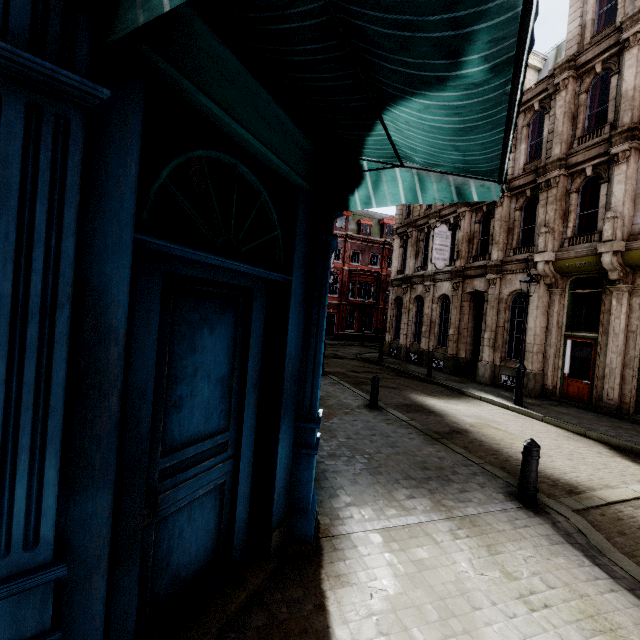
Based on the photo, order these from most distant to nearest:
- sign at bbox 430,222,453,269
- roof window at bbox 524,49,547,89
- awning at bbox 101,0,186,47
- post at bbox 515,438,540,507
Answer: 1. sign at bbox 430,222,453,269
2. roof window at bbox 524,49,547,89
3. post at bbox 515,438,540,507
4. awning at bbox 101,0,186,47

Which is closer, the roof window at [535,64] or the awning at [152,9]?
the awning at [152,9]

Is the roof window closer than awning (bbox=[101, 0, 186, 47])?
No

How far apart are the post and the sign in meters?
13.9 m

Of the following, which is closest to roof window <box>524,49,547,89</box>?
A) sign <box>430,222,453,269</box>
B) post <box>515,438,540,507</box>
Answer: sign <box>430,222,453,269</box>

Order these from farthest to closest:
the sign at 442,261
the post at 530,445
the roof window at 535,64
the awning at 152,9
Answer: the sign at 442,261 → the roof window at 535,64 → the post at 530,445 → the awning at 152,9

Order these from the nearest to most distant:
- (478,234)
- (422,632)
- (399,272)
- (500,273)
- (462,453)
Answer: (422,632) < (462,453) < (500,273) < (478,234) < (399,272)
